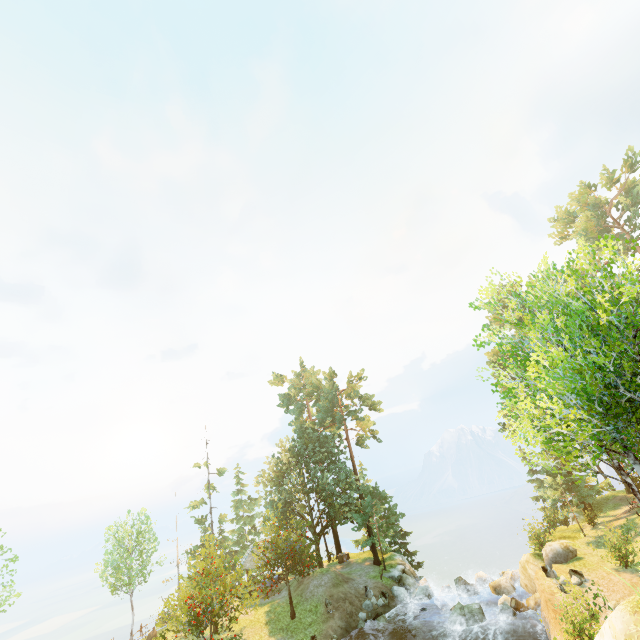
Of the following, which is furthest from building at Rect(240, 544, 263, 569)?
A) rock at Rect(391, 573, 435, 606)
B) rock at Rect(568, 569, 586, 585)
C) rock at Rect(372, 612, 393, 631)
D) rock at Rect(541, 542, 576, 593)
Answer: rock at Rect(568, 569, 586, 585)

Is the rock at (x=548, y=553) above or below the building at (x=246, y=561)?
below

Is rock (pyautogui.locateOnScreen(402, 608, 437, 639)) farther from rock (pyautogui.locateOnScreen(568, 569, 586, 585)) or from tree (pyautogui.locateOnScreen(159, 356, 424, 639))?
tree (pyautogui.locateOnScreen(159, 356, 424, 639))

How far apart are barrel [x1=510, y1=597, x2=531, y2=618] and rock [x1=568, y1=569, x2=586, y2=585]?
4.12m

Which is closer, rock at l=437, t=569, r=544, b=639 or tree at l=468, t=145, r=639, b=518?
tree at l=468, t=145, r=639, b=518

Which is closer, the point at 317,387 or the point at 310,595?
the point at 310,595

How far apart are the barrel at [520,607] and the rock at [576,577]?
4.1m

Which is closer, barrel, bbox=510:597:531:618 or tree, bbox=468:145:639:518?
tree, bbox=468:145:639:518
